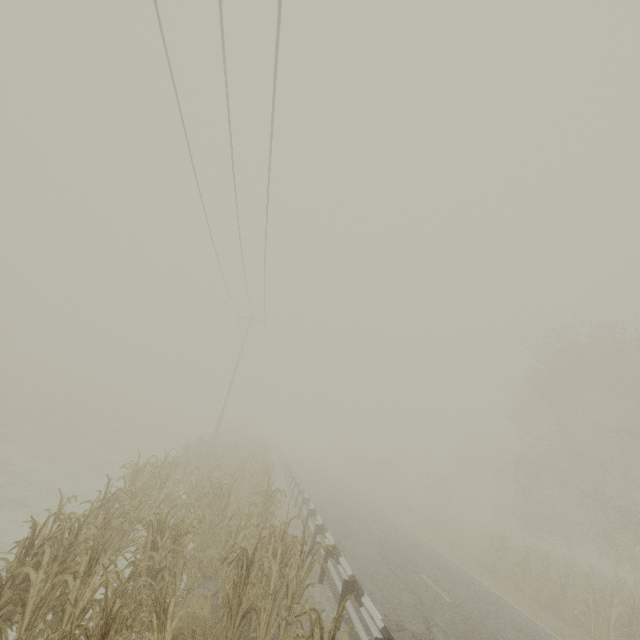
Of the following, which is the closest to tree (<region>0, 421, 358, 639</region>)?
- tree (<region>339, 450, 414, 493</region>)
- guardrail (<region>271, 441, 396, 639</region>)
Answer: guardrail (<region>271, 441, 396, 639</region>)

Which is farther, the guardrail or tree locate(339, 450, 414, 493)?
tree locate(339, 450, 414, 493)

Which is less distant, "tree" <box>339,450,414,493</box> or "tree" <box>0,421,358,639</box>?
"tree" <box>0,421,358,639</box>

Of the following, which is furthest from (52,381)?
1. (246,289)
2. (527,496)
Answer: (527,496)

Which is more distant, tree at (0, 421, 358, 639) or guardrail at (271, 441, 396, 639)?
guardrail at (271, 441, 396, 639)

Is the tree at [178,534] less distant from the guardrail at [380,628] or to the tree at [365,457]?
the guardrail at [380,628]

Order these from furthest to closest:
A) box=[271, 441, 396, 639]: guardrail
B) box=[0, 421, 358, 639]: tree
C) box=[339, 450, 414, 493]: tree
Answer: box=[339, 450, 414, 493]: tree → box=[271, 441, 396, 639]: guardrail → box=[0, 421, 358, 639]: tree

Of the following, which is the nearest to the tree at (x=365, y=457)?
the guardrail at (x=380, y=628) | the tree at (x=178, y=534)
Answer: the guardrail at (x=380, y=628)
